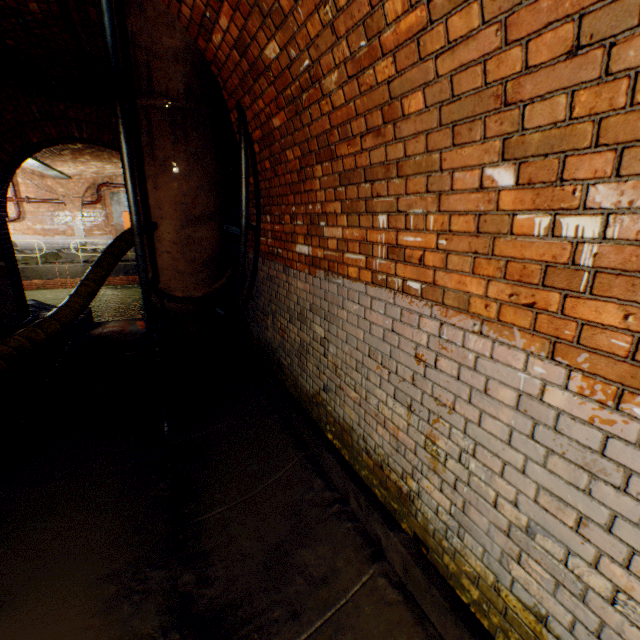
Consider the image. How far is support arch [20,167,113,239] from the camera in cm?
1642

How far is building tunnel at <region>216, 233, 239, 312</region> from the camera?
5.54m

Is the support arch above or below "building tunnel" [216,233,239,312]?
above

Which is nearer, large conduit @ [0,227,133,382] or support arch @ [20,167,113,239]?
large conduit @ [0,227,133,382]

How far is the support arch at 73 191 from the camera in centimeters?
1642cm

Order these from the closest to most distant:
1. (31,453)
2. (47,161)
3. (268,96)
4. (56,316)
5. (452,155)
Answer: (452,155), (268,96), (31,453), (56,316), (47,161)

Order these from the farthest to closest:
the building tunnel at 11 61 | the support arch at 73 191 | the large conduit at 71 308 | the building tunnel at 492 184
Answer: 1. the support arch at 73 191
2. the large conduit at 71 308
3. the building tunnel at 11 61
4. the building tunnel at 492 184

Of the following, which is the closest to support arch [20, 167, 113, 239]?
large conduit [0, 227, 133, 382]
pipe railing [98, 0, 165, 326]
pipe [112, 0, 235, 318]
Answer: pipe railing [98, 0, 165, 326]
